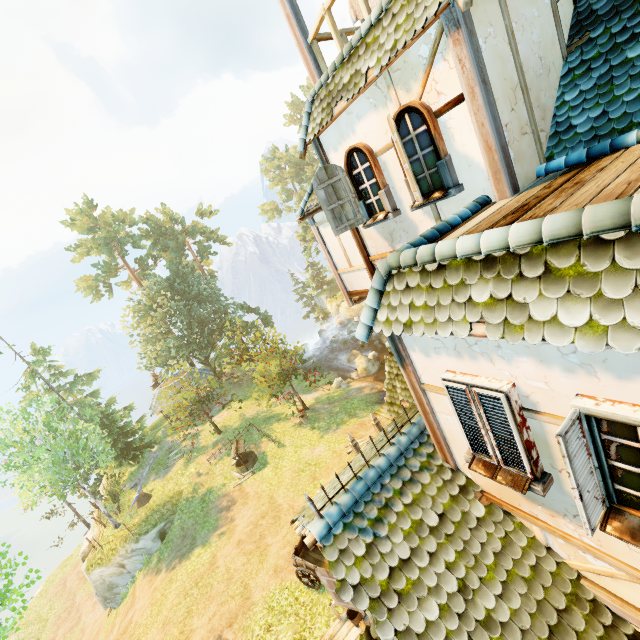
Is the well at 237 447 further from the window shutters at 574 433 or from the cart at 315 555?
the window shutters at 574 433

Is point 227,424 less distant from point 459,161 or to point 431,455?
point 431,455

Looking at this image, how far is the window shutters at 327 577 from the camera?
7.1 meters

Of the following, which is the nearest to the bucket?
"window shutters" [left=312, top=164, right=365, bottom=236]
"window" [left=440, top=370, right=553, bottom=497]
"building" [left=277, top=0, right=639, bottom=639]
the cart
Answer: "building" [left=277, top=0, right=639, bottom=639]

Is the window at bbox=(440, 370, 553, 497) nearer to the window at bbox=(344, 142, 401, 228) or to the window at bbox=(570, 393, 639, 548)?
the window at bbox=(570, 393, 639, 548)

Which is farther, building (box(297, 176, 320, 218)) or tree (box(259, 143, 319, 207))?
tree (box(259, 143, 319, 207))

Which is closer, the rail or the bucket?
the rail

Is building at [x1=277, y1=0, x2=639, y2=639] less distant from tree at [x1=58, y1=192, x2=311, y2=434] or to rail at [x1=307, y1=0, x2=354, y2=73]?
rail at [x1=307, y1=0, x2=354, y2=73]
